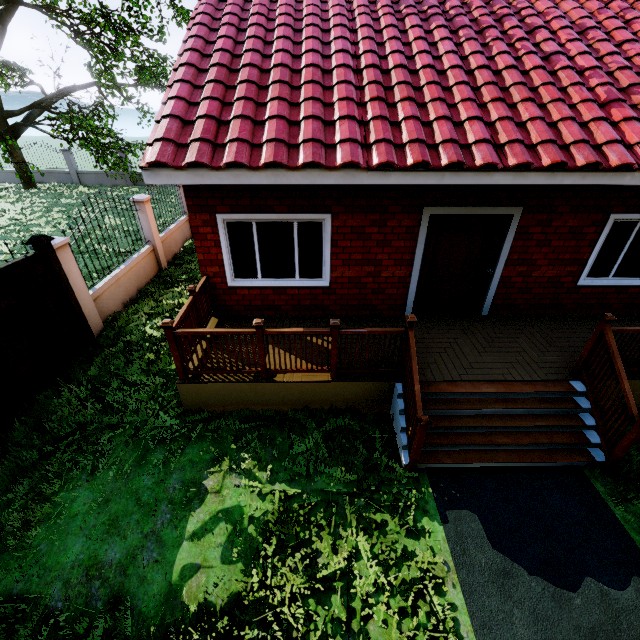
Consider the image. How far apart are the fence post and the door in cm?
665

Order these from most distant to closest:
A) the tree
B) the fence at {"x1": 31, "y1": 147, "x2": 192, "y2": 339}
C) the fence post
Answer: the tree < the fence at {"x1": 31, "y1": 147, "x2": 192, "y2": 339} < the fence post

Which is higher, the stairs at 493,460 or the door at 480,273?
the door at 480,273

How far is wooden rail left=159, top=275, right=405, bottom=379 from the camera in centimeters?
465cm

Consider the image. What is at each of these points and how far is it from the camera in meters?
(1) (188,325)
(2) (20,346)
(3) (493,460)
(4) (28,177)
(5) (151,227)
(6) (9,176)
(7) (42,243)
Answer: (1) wooden rail, 5.3 m
(2) fence, 5.2 m
(3) stairs, 4.7 m
(4) tree, 20.1 m
(5) fence, 9.4 m
(6) fence, 22.1 m
(7) fence post, 5.5 m

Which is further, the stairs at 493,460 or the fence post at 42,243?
the fence post at 42,243

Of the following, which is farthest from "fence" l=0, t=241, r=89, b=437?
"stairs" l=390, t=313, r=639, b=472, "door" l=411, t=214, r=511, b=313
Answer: "door" l=411, t=214, r=511, b=313

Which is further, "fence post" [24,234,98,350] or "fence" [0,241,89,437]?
"fence post" [24,234,98,350]
